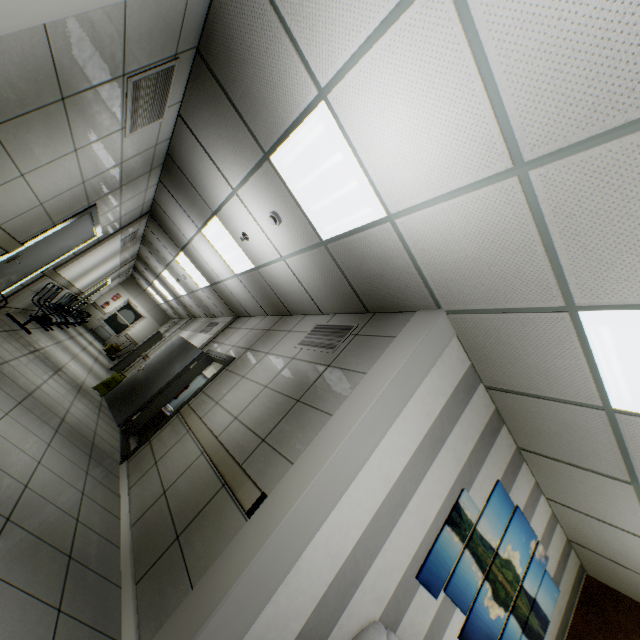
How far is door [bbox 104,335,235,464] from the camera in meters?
5.3

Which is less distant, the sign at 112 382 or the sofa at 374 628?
the sofa at 374 628

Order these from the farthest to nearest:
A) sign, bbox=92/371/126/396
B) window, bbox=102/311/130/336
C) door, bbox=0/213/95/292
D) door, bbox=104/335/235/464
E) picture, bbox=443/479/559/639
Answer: window, bbox=102/311/130/336 → sign, bbox=92/371/126/396 → door, bbox=104/335/235/464 → door, bbox=0/213/95/292 → picture, bbox=443/479/559/639

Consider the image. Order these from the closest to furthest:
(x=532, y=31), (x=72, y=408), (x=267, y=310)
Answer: (x=532, y=31)
(x=72, y=408)
(x=267, y=310)

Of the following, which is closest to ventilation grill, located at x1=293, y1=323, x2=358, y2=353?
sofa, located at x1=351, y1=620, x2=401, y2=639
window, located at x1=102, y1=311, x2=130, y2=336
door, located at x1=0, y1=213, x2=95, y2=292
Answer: sofa, located at x1=351, y1=620, x2=401, y2=639

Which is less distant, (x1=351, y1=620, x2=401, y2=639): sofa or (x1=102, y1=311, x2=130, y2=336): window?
(x1=351, y1=620, x2=401, y2=639): sofa

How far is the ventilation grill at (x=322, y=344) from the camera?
3.7 meters

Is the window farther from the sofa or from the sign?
the sofa
